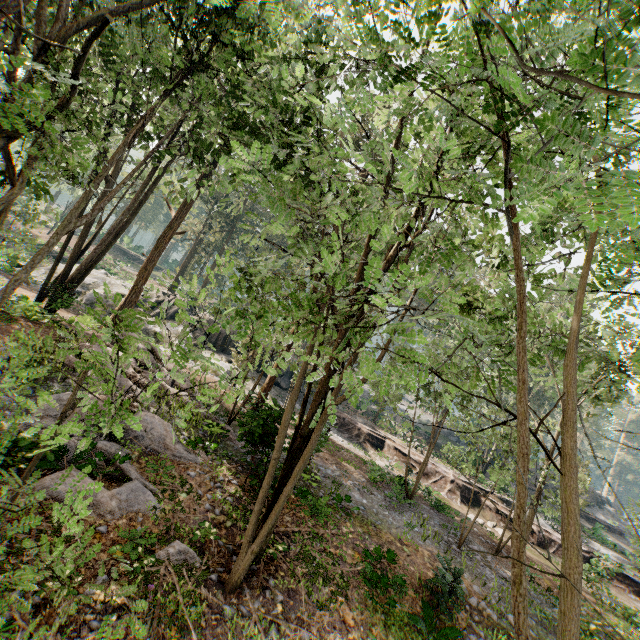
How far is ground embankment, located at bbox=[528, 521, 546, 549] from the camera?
24.4 meters

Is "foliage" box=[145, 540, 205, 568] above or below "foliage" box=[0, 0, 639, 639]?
below

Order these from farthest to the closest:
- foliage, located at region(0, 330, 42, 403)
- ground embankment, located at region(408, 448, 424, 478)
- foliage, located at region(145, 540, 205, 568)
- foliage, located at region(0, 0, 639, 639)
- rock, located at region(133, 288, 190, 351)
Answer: rock, located at region(133, 288, 190, 351), ground embankment, located at region(408, 448, 424, 478), foliage, located at region(145, 540, 205, 568), foliage, located at region(0, 0, 639, 639), foliage, located at region(0, 330, 42, 403)

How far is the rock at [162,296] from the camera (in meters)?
30.54

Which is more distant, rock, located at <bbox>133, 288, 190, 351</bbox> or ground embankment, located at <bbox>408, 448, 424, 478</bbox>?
rock, located at <bbox>133, 288, 190, 351</bbox>

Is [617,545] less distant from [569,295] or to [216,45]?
[569,295]

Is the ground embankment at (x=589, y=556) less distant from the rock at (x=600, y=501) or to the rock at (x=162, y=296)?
the rock at (x=162, y=296)

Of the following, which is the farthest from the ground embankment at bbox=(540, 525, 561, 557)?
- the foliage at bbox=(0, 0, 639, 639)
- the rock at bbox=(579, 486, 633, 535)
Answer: the rock at bbox=(579, 486, 633, 535)
